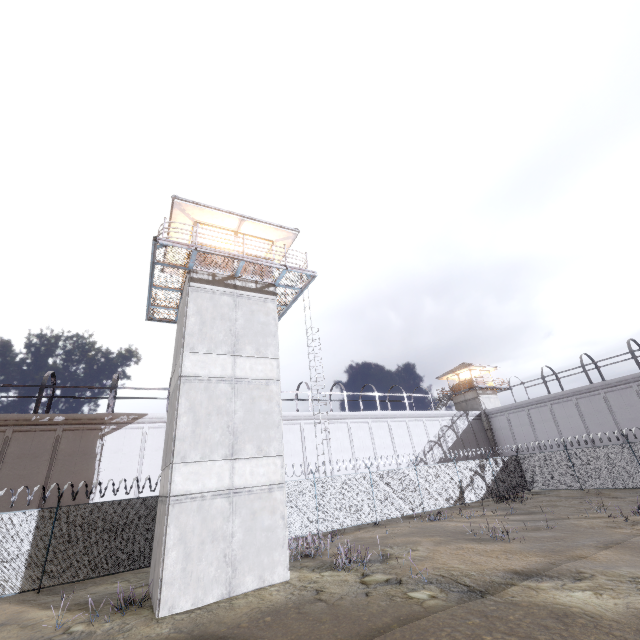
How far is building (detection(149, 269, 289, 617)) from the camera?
9.98m

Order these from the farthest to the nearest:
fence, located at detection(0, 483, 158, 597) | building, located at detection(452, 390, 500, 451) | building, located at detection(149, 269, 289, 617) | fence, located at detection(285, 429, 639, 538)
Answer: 1. building, located at detection(452, 390, 500, 451)
2. fence, located at detection(285, 429, 639, 538)
3. fence, located at detection(0, 483, 158, 597)
4. building, located at detection(149, 269, 289, 617)

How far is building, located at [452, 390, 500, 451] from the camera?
39.31m

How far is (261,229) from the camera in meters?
16.4

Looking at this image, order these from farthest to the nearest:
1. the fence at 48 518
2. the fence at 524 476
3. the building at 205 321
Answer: the fence at 524 476 < the fence at 48 518 < the building at 205 321

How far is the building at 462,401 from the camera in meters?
39.3 m

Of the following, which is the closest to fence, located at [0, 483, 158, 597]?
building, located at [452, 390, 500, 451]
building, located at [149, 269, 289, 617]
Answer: building, located at [149, 269, 289, 617]
